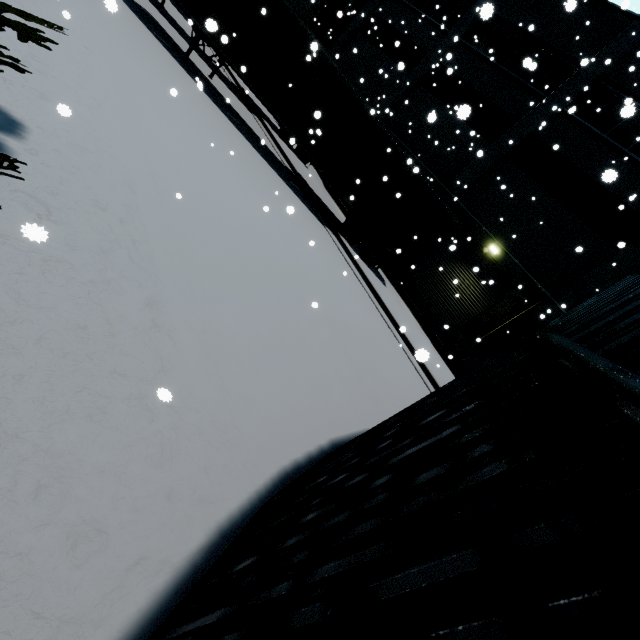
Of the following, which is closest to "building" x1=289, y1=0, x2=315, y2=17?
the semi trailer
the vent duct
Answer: the vent duct

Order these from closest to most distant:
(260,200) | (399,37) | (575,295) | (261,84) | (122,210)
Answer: (122,210), (260,200), (261,84), (575,295), (399,37)

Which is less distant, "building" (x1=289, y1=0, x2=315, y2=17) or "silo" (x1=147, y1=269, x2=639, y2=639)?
"silo" (x1=147, y1=269, x2=639, y2=639)

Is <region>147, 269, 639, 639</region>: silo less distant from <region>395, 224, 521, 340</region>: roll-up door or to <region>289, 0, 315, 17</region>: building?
<region>289, 0, 315, 17</region>: building

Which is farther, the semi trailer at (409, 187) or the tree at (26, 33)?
the semi trailer at (409, 187)

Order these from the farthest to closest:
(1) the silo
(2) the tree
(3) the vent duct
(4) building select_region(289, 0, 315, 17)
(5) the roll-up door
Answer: (4) building select_region(289, 0, 315, 17)
(3) the vent duct
(5) the roll-up door
(2) the tree
(1) the silo

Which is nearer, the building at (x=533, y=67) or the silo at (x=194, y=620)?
the silo at (x=194, y=620)

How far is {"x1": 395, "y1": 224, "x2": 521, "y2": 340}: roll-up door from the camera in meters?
16.0 m
